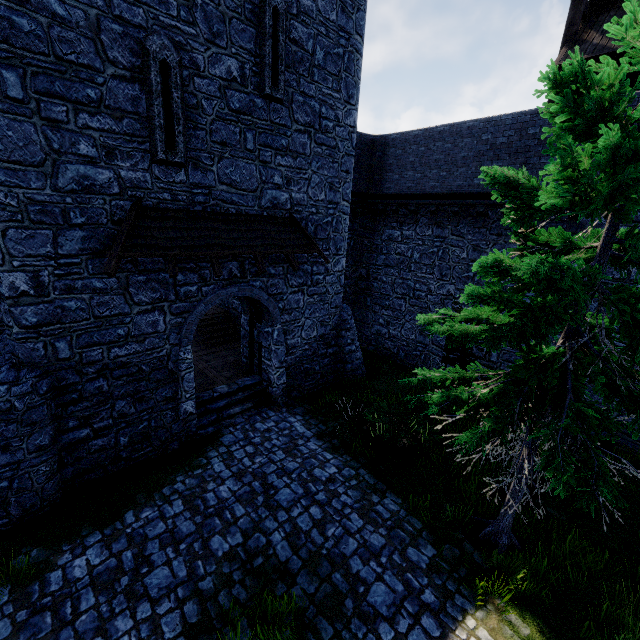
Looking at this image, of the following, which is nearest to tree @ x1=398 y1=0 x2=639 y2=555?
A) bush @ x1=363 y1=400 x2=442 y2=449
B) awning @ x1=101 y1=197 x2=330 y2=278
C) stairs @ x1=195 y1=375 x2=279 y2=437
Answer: bush @ x1=363 y1=400 x2=442 y2=449

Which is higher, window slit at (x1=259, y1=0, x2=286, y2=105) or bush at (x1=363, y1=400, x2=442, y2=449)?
window slit at (x1=259, y1=0, x2=286, y2=105)

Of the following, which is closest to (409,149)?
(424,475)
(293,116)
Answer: (293,116)

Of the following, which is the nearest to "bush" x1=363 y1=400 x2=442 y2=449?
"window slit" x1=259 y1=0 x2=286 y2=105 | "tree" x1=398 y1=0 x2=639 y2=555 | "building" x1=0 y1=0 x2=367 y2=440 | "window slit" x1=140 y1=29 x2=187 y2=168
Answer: "tree" x1=398 y1=0 x2=639 y2=555

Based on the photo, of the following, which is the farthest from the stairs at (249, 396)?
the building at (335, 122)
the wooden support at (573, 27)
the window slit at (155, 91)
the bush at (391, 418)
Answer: the wooden support at (573, 27)

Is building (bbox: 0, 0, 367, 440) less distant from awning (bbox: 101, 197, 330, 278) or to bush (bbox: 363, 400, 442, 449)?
awning (bbox: 101, 197, 330, 278)

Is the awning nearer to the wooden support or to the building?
the building

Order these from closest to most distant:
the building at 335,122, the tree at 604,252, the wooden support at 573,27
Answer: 1. the tree at 604,252
2. the building at 335,122
3. the wooden support at 573,27
